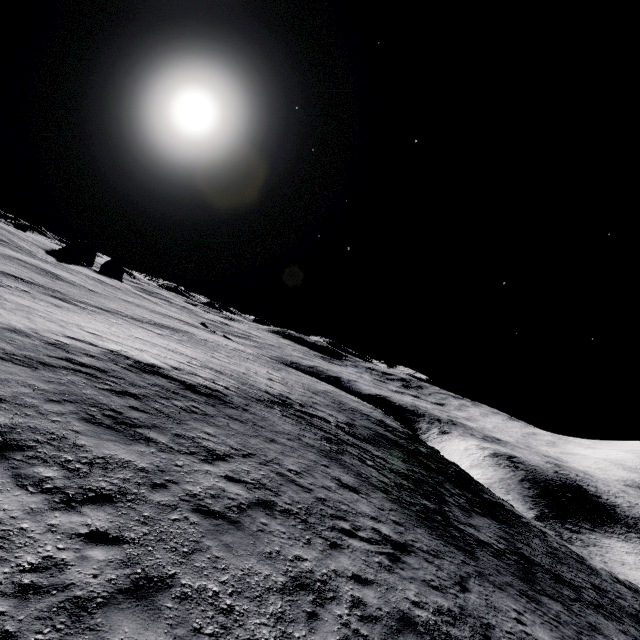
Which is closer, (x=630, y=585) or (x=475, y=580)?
(x=475, y=580)
